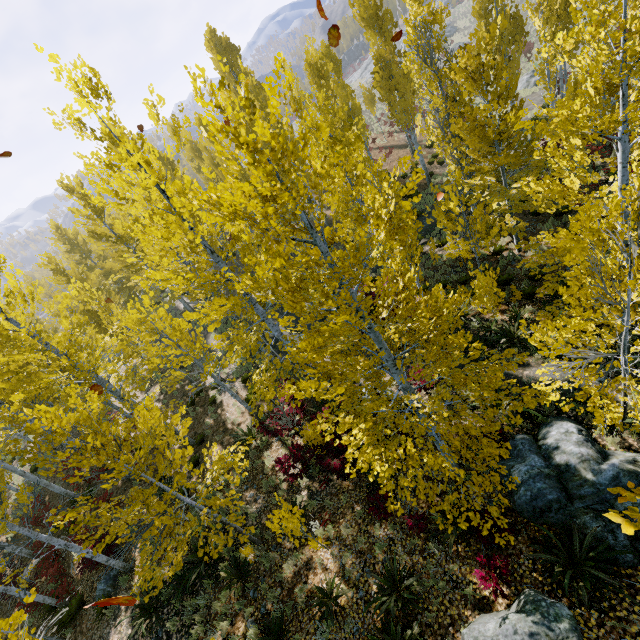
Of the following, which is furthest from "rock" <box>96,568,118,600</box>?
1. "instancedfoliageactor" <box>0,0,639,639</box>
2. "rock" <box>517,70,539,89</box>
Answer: "rock" <box>517,70,539,89</box>

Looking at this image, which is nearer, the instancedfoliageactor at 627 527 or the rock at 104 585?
the instancedfoliageactor at 627 527

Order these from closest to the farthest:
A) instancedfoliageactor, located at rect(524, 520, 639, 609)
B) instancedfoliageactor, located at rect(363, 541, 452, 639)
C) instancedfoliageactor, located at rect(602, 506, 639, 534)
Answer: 1. instancedfoliageactor, located at rect(602, 506, 639, 534)
2. instancedfoliageactor, located at rect(524, 520, 639, 609)
3. instancedfoliageactor, located at rect(363, 541, 452, 639)

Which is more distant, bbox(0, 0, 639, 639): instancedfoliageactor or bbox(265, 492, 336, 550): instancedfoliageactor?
bbox(265, 492, 336, 550): instancedfoliageactor

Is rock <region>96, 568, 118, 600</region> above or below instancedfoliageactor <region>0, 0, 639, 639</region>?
below

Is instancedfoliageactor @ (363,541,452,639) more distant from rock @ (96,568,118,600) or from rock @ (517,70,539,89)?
rock @ (96,568,118,600)

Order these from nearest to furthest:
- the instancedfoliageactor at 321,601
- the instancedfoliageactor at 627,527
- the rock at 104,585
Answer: the instancedfoliageactor at 627,527
the instancedfoliageactor at 321,601
the rock at 104,585

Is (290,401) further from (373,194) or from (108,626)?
(108,626)
